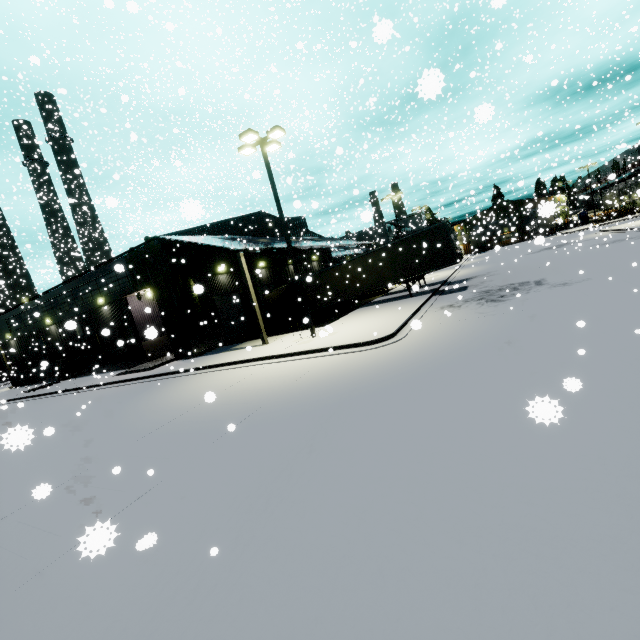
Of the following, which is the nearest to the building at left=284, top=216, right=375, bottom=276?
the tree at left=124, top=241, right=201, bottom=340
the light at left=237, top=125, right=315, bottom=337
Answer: the tree at left=124, top=241, right=201, bottom=340

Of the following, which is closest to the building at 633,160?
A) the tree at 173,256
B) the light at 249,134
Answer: the tree at 173,256

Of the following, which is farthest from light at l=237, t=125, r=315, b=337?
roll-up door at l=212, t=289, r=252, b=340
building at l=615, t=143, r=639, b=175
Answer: roll-up door at l=212, t=289, r=252, b=340

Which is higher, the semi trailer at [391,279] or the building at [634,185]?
the building at [634,185]

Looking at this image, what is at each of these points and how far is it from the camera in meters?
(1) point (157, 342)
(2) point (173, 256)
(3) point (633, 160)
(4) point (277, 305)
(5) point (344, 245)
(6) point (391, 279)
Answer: (1) building, 24.2
(2) tree, 20.7
(3) building, 53.8
(4) semi trailer, 27.0
(5) building, 29.8
(6) semi trailer, 22.1

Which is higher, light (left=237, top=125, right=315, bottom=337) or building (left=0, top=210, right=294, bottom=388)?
light (left=237, top=125, right=315, bottom=337)

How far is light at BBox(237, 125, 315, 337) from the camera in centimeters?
1433cm

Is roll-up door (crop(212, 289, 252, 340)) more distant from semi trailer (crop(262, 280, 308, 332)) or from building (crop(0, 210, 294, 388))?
semi trailer (crop(262, 280, 308, 332))
